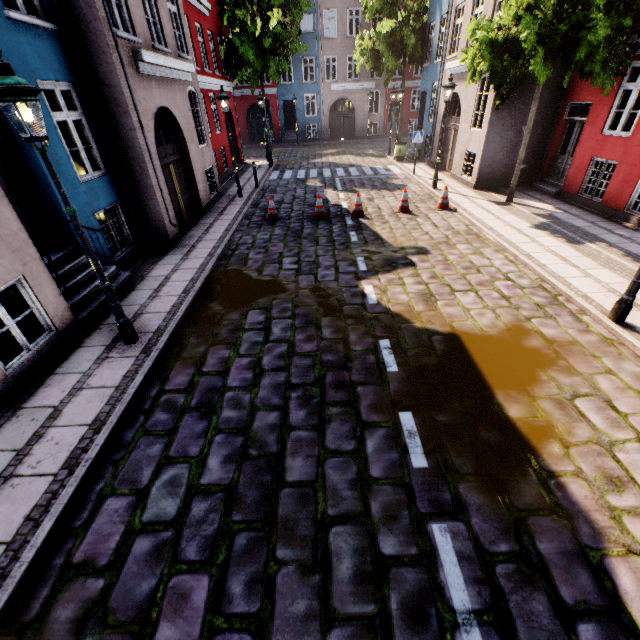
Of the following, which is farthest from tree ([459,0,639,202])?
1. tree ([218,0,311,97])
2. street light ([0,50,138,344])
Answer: tree ([218,0,311,97])

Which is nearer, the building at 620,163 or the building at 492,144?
the building at 620,163

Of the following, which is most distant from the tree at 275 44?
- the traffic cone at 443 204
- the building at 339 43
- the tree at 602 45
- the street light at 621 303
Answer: the street light at 621 303

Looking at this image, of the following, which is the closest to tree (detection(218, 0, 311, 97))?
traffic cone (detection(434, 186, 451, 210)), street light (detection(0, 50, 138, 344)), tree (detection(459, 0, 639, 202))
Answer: tree (detection(459, 0, 639, 202))

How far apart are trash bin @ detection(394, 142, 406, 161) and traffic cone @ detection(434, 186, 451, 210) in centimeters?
955cm

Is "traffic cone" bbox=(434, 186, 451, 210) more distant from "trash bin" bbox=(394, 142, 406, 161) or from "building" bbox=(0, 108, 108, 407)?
"trash bin" bbox=(394, 142, 406, 161)

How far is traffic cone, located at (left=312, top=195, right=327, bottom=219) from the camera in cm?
1097

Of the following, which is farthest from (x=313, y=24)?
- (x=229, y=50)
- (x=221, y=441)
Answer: (x=221, y=441)
